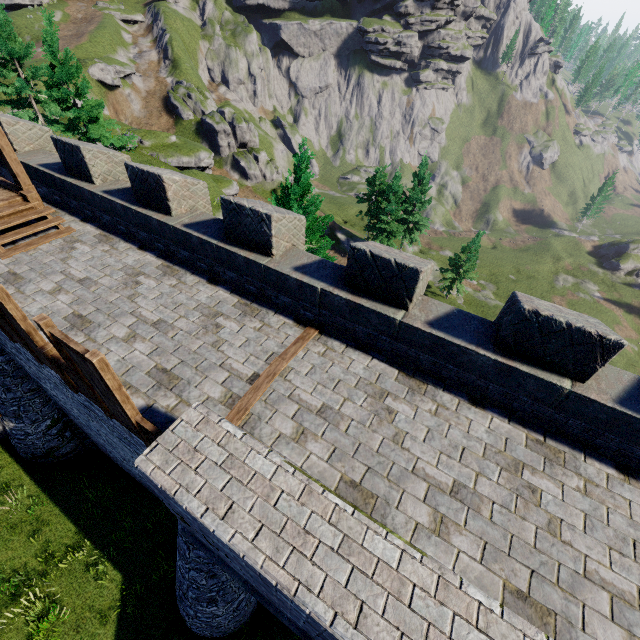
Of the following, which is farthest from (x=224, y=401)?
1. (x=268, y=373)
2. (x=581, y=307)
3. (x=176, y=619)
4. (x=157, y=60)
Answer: (x=157, y=60)

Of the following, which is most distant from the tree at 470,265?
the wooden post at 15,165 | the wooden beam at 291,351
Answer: the wooden post at 15,165

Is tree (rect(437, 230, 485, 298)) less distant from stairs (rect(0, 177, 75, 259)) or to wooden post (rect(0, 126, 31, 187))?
stairs (rect(0, 177, 75, 259))

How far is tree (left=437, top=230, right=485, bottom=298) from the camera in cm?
3738

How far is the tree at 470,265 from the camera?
37.38m

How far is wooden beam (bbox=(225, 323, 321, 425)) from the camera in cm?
523

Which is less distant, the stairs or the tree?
A: the stairs

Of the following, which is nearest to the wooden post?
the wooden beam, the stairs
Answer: the stairs
